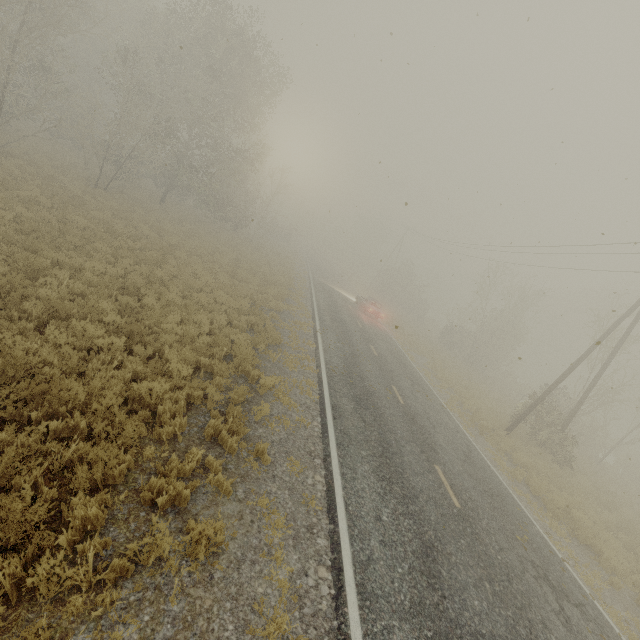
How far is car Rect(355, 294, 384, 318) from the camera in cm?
2836

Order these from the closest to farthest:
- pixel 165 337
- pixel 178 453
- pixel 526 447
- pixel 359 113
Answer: pixel 178 453 → pixel 165 337 → pixel 359 113 → pixel 526 447

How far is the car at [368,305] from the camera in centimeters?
2836cm
